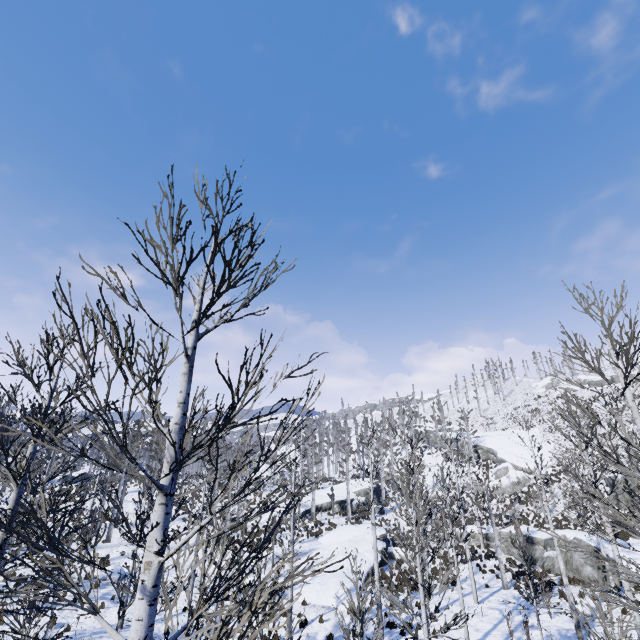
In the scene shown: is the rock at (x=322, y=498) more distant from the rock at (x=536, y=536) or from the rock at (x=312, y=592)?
the rock at (x=536, y=536)

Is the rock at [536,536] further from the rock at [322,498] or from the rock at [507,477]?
the rock at [322,498]

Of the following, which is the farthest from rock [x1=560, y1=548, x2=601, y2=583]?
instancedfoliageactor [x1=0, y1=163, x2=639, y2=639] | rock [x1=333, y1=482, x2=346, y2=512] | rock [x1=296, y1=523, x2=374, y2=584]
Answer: instancedfoliageactor [x1=0, y1=163, x2=639, y2=639]

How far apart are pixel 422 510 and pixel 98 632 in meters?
17.6 m

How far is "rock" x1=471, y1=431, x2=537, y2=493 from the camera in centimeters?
3934cm

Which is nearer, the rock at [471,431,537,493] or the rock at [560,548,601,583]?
the rock at [560,548,601,583]

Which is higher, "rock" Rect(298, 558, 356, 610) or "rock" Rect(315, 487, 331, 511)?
"rock" Rect(315, 487, 331, 511)

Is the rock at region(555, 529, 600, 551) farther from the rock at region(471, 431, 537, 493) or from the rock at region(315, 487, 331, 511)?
the rock at region(315, 487, 331, 511)
